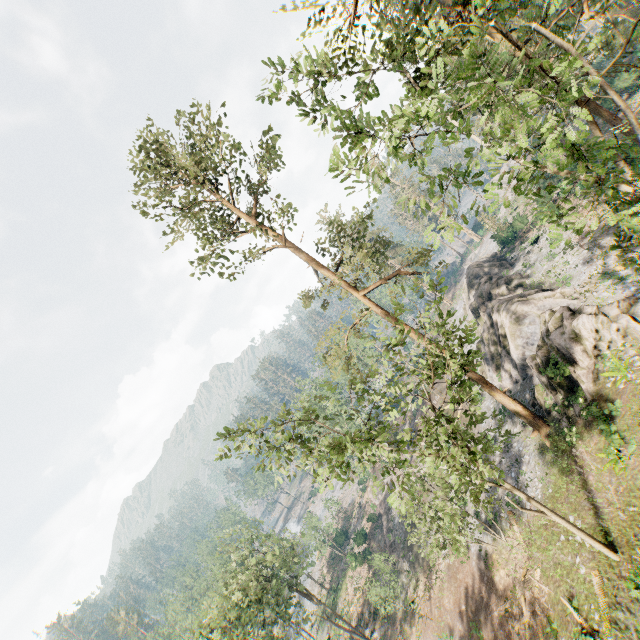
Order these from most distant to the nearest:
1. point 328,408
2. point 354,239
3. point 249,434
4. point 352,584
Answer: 1. point 352,584
2. point 328,408
3. point 354,239
4. point 249,434

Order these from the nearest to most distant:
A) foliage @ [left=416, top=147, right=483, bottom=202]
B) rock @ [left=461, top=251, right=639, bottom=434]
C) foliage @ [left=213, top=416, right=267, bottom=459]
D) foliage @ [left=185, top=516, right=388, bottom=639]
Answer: foliage @ [left=416, top=147, right=483, bottom=202] < foliage @ [left=213, top=416, right=267, bottom=459] < rock @ [left=461, top=251, right=639, bottom=434] < foliage @ [left=185, top=516, right=388, bottom=639]

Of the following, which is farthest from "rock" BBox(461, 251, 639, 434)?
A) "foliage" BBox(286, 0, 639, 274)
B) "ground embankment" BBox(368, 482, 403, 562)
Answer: "ground embankment" BBox(368, 482, 403, 562)

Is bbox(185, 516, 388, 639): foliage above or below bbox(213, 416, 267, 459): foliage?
below

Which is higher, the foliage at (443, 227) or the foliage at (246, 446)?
the foliage at (246, 446)

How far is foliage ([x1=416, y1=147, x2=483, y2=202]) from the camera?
8.7 meters

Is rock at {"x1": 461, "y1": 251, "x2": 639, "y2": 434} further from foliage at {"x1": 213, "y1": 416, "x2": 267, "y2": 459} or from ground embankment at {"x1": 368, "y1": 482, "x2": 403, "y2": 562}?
ground embankment at {"x1": 368, "y1": 482, "x2": 403, "y2": 562}

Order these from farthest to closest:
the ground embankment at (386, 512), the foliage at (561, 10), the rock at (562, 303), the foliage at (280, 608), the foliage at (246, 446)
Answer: the ground embankment at (386, 512) → the foliage at (280, 608) → the rock at (562, 303) → the foliage at (246, 446) → the foliage at (561, 10)
